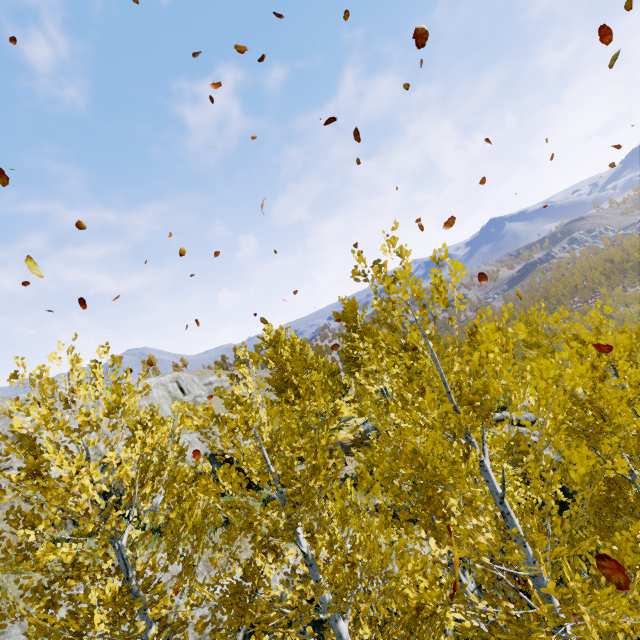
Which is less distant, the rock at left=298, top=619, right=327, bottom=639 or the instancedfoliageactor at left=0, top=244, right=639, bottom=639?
the instancedfoliageactor at left=0, top=244, right=639, bottom=639

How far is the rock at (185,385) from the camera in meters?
34.5

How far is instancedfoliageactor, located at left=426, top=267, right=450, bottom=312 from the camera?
3.22m

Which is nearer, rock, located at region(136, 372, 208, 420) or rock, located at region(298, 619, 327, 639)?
rock, located at region(298, 619, 327, 639)

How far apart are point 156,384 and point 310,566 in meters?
38.1 m

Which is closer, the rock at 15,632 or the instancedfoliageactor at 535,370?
the instancedfoliageactor at 535,370

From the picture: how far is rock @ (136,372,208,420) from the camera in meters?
34.5 m
